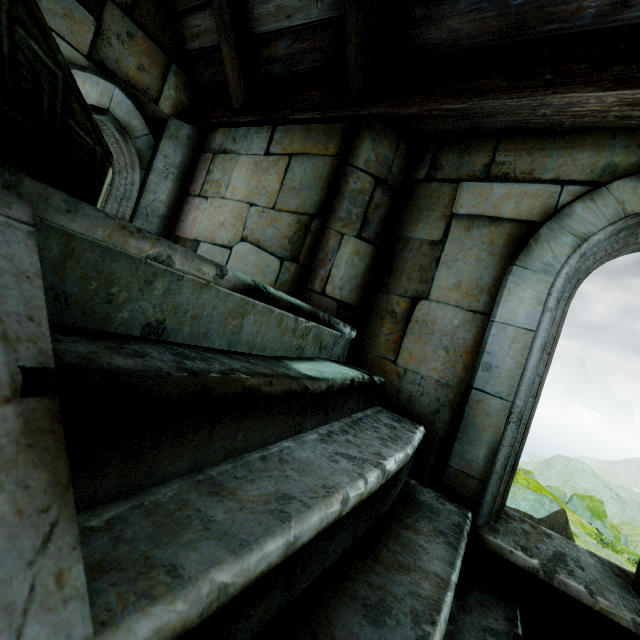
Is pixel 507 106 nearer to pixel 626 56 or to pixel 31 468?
pixel 626 56

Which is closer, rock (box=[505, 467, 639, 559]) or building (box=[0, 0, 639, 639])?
building (box=[0, 0, 639, 639])

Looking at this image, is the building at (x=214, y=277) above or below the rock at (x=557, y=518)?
above

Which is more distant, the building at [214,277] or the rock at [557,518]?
the rock at [557,518]

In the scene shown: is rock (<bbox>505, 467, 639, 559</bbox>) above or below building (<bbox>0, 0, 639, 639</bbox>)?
below
